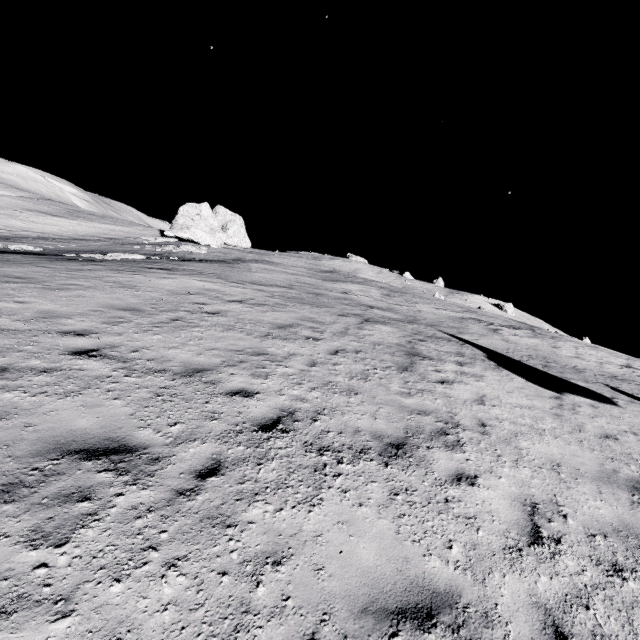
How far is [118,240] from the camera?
35.9m

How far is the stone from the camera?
34.7 meters

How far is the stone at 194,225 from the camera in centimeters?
3466cm
